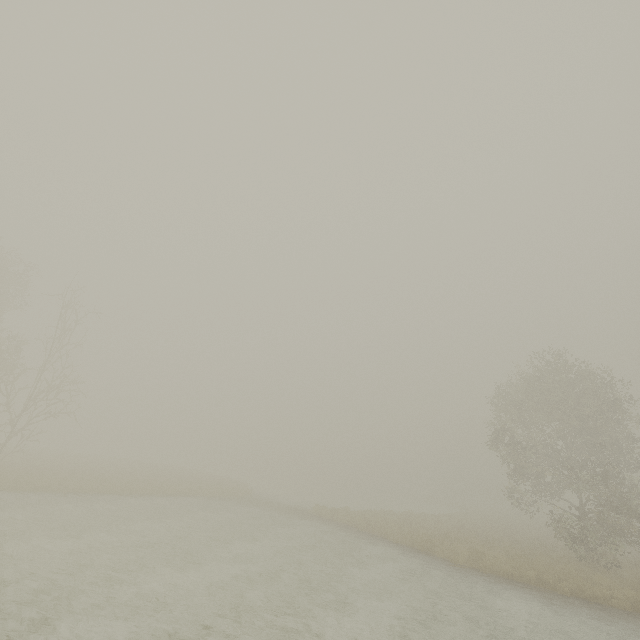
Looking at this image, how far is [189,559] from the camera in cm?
1175
